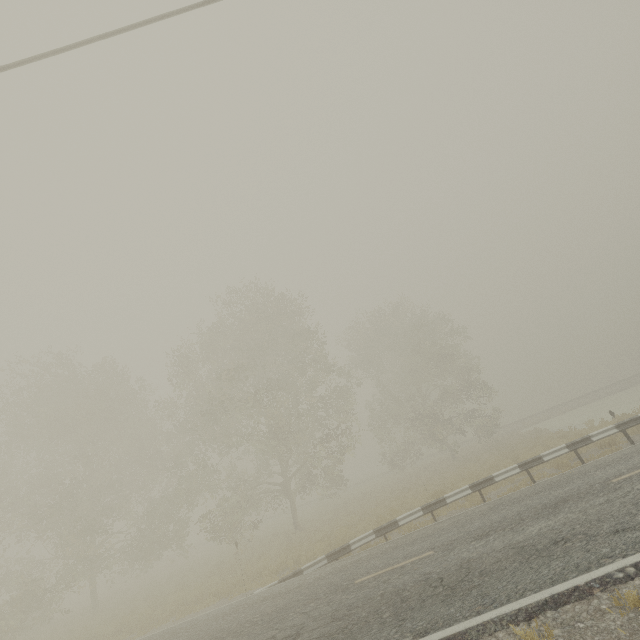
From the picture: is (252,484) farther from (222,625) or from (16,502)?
(222,625)
